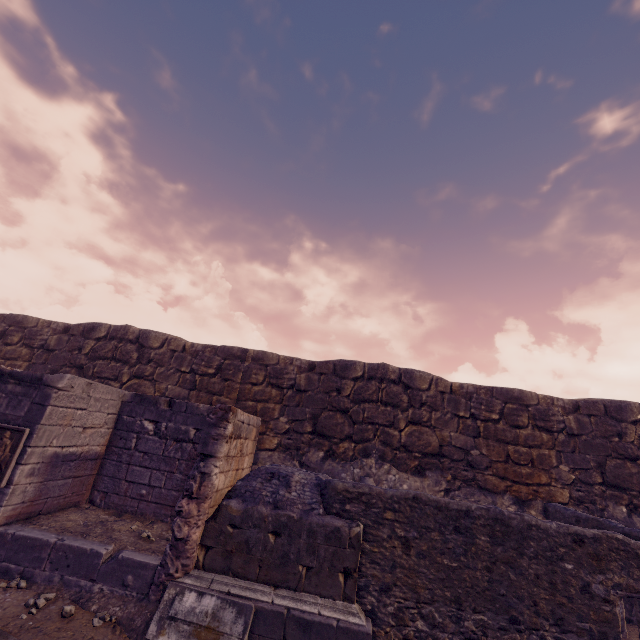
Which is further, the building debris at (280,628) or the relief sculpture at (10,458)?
the relief sculpture at (10,458)

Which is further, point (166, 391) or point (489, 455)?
point (166, 391)

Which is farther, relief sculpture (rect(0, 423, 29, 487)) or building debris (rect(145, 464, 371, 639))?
relief sculpture (rect(0, 423, 29, 487))
